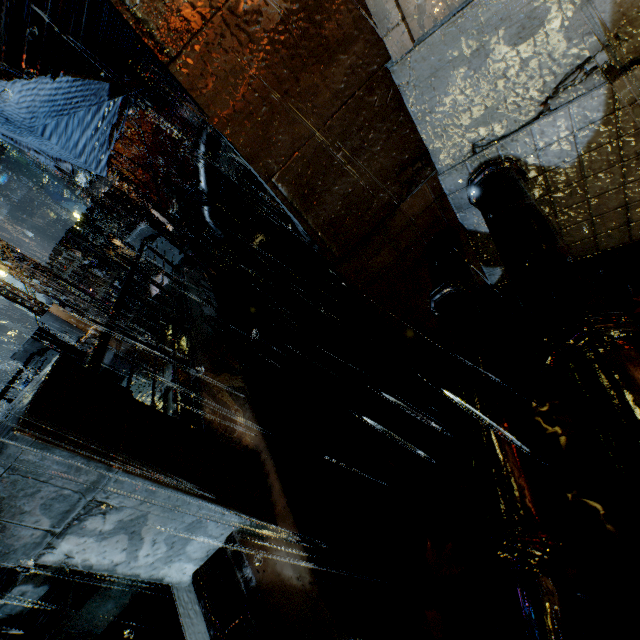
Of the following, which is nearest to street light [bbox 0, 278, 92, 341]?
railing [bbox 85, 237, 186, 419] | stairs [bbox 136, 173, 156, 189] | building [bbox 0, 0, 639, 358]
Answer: building [bbox 0, 0, 639, 358]

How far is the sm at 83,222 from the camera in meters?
29.5 m

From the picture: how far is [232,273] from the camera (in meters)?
12.60

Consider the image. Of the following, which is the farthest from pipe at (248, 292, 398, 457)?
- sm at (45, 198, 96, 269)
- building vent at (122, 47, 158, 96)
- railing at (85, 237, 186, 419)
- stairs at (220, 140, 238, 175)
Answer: stairs at (220, 140, 238, 175)

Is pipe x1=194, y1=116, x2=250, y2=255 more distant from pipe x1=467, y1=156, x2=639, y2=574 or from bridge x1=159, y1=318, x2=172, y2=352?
pipe x1=467, y1=156, x2=639, y2=574

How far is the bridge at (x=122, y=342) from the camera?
6.7 meters

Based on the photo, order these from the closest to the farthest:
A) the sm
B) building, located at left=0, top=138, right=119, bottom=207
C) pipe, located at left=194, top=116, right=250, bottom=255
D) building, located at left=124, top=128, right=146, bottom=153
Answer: pipe, located at left=194, top=116, right=250, bottom=255
the sm
building, located at left=0, top=138, right=119, bottom=207
building, located at left=124, top=128, right=146, bottom=153

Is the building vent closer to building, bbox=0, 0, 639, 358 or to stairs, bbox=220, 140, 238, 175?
building, bbox=0, 0, 639, 358
